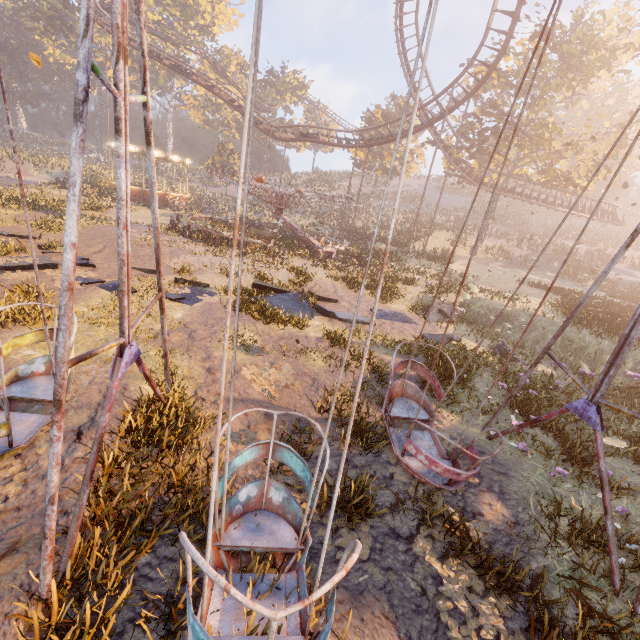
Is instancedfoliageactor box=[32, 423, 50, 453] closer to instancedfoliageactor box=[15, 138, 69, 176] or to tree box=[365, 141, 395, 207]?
instancedfoliageactor box=[15, 138, 69, 176]

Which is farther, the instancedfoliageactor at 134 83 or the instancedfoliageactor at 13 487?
the instancedfoliageactor at 134 83

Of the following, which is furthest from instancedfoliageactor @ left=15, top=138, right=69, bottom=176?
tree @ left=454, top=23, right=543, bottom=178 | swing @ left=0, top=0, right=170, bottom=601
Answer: swing @ left=0, top=0, right=170, bottom=601

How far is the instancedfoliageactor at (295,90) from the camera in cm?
5594

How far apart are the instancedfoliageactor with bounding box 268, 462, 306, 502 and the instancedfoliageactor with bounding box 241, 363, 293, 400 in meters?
1.8

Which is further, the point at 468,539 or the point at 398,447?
the point at 398,447

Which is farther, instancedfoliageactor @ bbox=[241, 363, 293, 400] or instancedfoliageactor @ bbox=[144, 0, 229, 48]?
instancedfoliageactor @ bbox=[144, 0, 229, 48]

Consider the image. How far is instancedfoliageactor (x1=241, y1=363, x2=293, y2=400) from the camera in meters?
6.8 m
